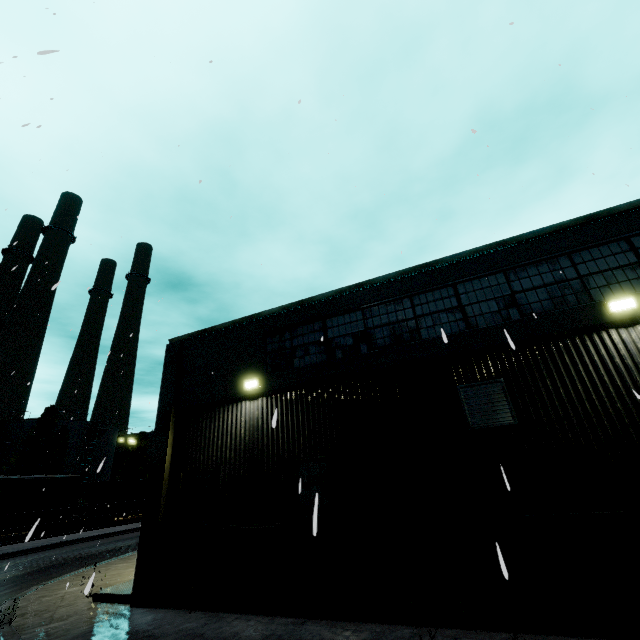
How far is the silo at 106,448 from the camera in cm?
4609

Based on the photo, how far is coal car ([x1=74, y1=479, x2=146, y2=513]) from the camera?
33.06m

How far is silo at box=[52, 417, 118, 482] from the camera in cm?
4609

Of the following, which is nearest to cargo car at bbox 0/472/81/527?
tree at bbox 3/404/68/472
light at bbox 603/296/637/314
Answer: tree at bbox 3/404/68/472

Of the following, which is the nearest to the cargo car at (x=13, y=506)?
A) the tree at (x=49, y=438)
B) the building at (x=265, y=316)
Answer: the building at (x=265, y=316)

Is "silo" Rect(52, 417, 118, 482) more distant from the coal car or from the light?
the light

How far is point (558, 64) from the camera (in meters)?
8.32

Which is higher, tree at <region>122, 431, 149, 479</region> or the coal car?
tree at <region>122, 431, 149, 479</region>
